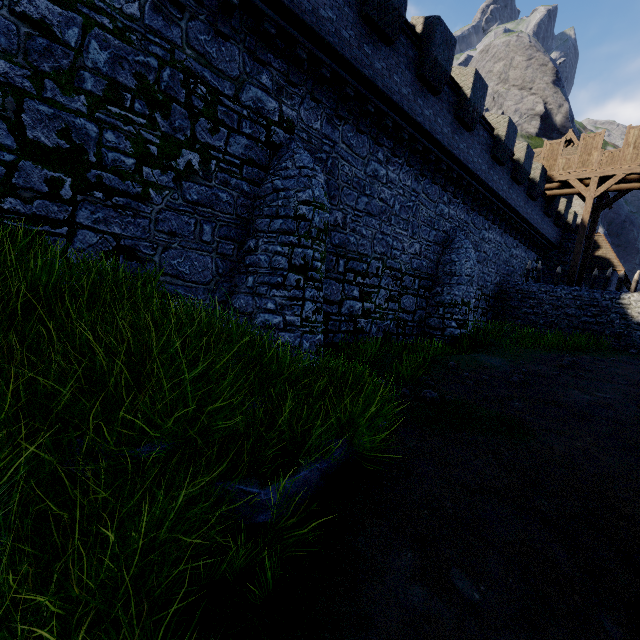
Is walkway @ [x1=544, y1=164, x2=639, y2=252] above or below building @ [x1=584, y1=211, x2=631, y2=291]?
above

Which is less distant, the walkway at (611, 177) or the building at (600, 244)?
the walkway at (611, 177)

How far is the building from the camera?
25.58m

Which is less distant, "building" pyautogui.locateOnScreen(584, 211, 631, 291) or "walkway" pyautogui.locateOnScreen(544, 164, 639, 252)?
"walkway" pyautogui.locateOnScreen(544, 164, 639, 252)

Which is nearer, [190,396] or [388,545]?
[190,396]

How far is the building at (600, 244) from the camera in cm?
2558
